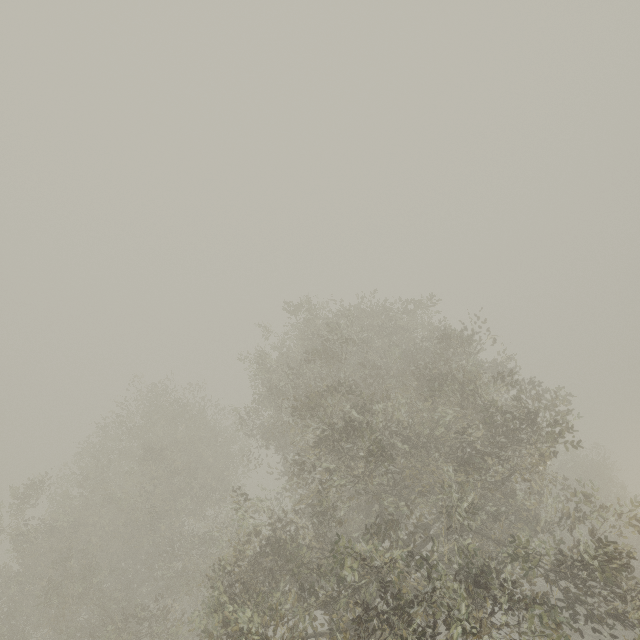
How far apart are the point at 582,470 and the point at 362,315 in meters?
22.6
